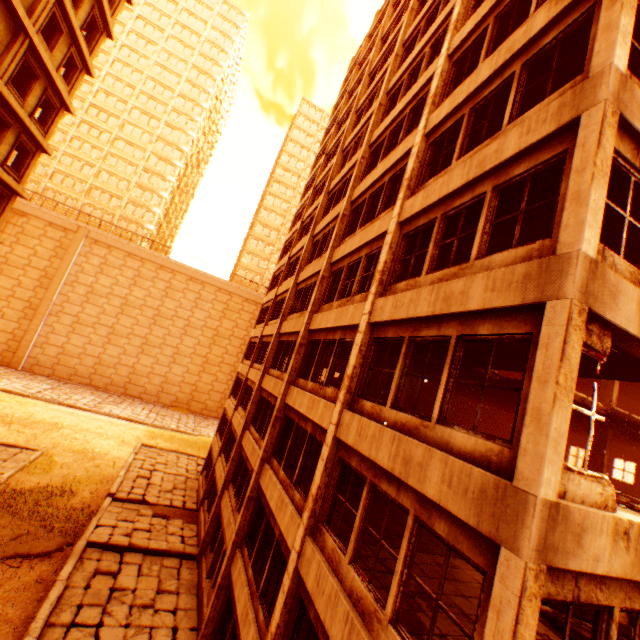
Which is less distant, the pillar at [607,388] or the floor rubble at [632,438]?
the floor rubble at [632,438]

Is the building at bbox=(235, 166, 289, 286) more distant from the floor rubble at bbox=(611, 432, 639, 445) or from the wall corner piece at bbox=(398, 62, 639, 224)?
the floor rubble at bbox=(611, 432, 639, 445)

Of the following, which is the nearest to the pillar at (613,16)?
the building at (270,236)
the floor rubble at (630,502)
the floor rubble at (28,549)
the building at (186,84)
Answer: the floor rubble at (630,502)

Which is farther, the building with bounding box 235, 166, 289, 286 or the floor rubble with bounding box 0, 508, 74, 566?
the building with bounding box 235, 166, 289, 286

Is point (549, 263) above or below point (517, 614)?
above

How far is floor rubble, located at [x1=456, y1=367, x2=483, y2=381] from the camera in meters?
11.7

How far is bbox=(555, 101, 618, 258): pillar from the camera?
4.1m
